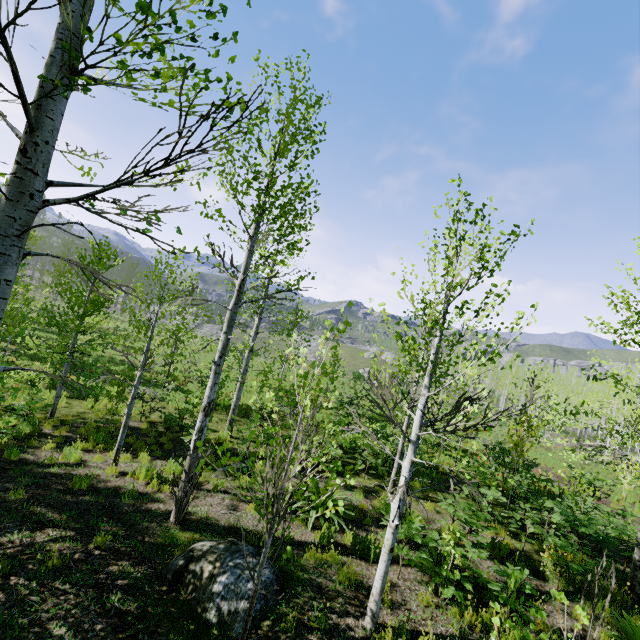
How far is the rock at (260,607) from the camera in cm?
477

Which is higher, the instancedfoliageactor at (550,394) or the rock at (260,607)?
the instancedfoliageactor at (550,394)

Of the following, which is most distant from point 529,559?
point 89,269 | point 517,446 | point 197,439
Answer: point 89,269

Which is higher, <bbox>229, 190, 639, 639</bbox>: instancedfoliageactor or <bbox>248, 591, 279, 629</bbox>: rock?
<bbox>229, 190, 639, 639</bbox>: instancedfoliageactor

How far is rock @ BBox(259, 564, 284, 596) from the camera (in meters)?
5.13

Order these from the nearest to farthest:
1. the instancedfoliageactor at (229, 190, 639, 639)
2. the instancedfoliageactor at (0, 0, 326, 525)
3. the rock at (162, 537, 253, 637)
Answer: the instancedfoliageactor at (0, 0, 326, 525)
the instancedfoliageactor at (229, 190, 639, 639)
the rock at (162, 537, 253, 637)

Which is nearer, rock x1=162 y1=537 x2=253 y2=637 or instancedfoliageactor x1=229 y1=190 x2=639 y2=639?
instancedfoliageactor x1=229 y1=190 x2=639 y2=639
